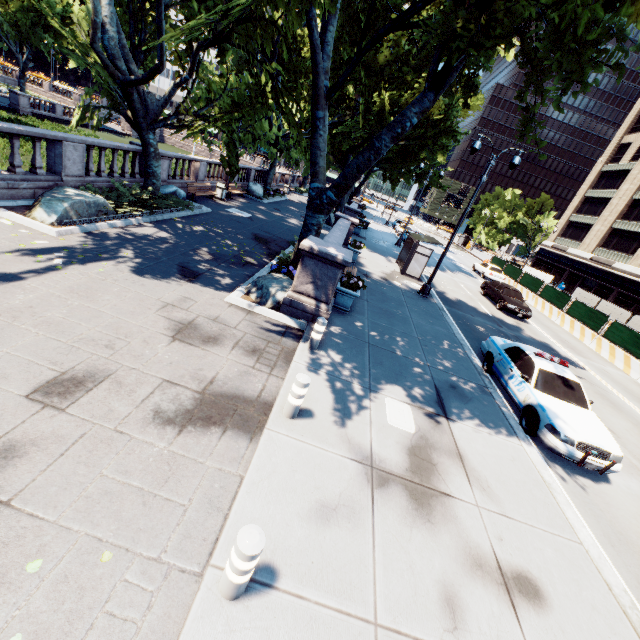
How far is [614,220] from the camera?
42.9m

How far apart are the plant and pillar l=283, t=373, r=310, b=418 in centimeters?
545cm

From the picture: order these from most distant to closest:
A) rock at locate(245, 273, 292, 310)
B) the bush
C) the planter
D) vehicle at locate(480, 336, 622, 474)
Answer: the bush < the planter < rock at locate(245, 273, 292, 310) < vehicle at locate(480, 336, 622, 474)

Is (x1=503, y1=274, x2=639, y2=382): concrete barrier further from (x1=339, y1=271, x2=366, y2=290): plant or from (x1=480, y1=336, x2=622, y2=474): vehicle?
(x1=339, y1=271, x2=366, y2=290): plant

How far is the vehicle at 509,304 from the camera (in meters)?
20.04

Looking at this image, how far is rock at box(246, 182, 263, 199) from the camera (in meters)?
27.44

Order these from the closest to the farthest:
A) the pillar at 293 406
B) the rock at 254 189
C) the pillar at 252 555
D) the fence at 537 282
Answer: the pillar at 252 555 < the pillar at 293 406 < the fence at 537 282 < the rock at 254 189

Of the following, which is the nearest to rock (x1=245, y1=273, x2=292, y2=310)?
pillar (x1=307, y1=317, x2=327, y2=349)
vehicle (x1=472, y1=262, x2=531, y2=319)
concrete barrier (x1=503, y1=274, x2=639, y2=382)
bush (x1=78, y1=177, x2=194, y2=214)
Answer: pillar (x1=307, y1=317, x2=327, y2=349)
